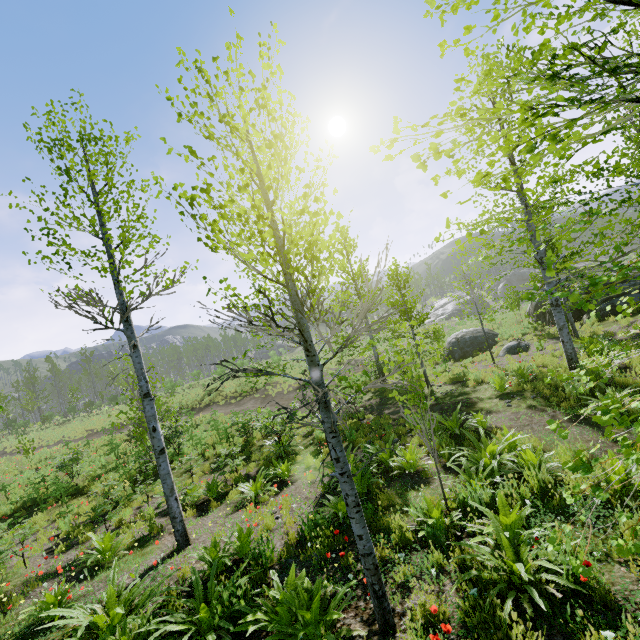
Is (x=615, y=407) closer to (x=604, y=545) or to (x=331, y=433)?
(x=604, y=545)

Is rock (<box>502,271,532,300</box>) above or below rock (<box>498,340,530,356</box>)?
above

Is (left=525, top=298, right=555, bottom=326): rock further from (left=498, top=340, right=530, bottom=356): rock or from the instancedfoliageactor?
the instancedfoliageactor

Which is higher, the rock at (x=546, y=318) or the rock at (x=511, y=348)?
the rock at (x=546, y=318)

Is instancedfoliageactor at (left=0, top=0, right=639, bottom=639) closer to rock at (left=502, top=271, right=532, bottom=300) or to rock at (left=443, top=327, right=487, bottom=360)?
rock at (left=443, top=327, right=487, bottom=360)

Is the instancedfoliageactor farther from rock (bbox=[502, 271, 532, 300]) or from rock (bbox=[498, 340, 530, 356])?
rock (bbox=[502, 271, 532, 300])

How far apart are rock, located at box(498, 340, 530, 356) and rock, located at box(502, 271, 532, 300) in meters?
49.1 m

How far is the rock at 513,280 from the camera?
58.34m
